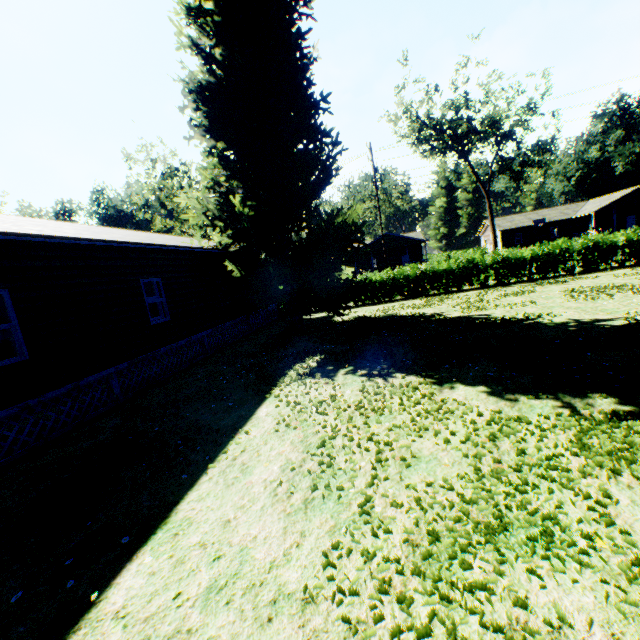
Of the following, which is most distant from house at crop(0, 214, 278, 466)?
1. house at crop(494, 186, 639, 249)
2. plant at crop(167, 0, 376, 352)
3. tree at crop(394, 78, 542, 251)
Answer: house at crop(494, 186, 639, 249)

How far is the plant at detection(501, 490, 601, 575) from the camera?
2.7 meters

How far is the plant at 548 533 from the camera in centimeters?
270cm

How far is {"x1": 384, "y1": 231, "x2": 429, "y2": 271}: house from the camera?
45.01m

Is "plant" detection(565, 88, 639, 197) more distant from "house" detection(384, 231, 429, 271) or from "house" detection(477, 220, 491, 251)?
"house" detection(384, 231, 429, 271)

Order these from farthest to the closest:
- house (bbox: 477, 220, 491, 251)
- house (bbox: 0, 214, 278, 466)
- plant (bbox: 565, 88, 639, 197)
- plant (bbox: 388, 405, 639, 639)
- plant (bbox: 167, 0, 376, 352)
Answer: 1. house (bbox: 477, 220, 491, 251)
2. plant (bbox: 565, 88, 639, 197)
3. plant (bbox: 167, 0, 376, 352)
4. house (bbox: 0, 214, 278, 466)
5. plant (bbox: 388, 405, 639, 639)

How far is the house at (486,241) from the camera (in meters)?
54.84

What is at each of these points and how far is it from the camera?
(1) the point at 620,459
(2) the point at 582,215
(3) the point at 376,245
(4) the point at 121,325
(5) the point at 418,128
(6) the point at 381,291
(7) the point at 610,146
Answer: (1) plant, 3.77m
(2) house, 44.84m
(3) house, 46.06m
(4) house, 9.83m
(5) tree, 36.97m
(6) hedge, 22.62m
(7) plant, 56.75m
